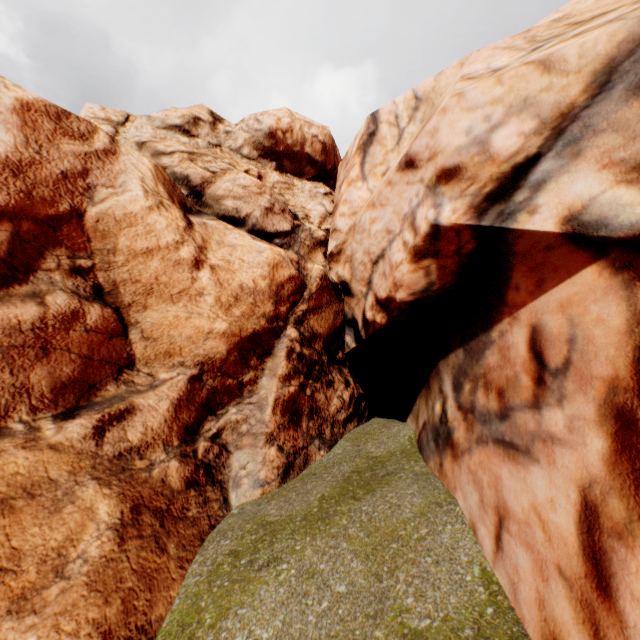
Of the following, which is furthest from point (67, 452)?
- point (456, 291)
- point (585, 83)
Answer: point (585, 83)
